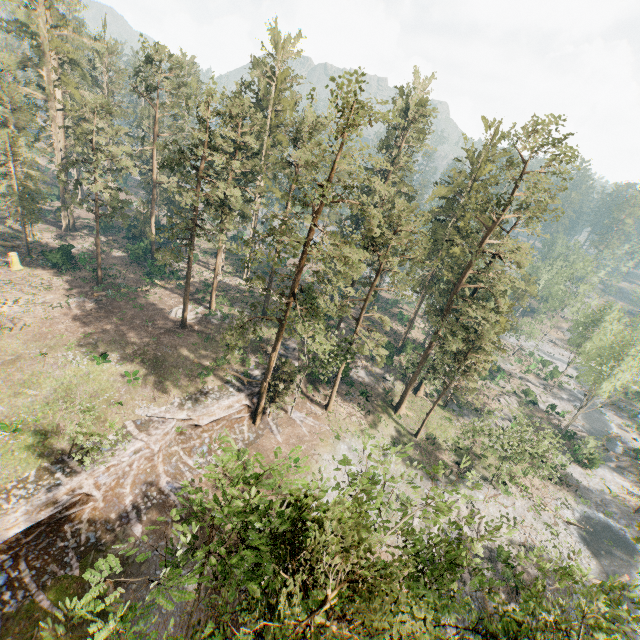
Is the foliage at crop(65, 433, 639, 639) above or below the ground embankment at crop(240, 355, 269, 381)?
above

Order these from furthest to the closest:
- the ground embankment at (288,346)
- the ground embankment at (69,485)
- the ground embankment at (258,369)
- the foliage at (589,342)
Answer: the ground embankment at (288,346), the ground embankment at (258,369), the foliage at (589,342), the ground embankment at (69,485)

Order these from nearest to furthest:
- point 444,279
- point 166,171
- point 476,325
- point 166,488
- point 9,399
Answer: point 9,399
point 166,488
point 476,325
point 444,279
point 166,171

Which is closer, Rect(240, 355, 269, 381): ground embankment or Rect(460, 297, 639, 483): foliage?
Rect(460, 297, 639, 483): foliage

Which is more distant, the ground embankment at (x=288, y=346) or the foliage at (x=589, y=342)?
the ground embankment at (x=288, y=346)

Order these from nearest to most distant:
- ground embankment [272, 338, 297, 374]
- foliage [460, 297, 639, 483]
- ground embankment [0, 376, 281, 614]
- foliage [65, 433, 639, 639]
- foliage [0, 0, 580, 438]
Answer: foliage [65, 433, 639, 639] → ground embankment [0, 376, 281, 614] → foliage [0, 0, 580, 438] → foliage [460, 297, 639, 483] → ground embankment [272, 338, 297, 374]

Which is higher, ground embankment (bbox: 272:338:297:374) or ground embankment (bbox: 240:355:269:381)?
ground embankment (bbox: 272:338:297:374)
